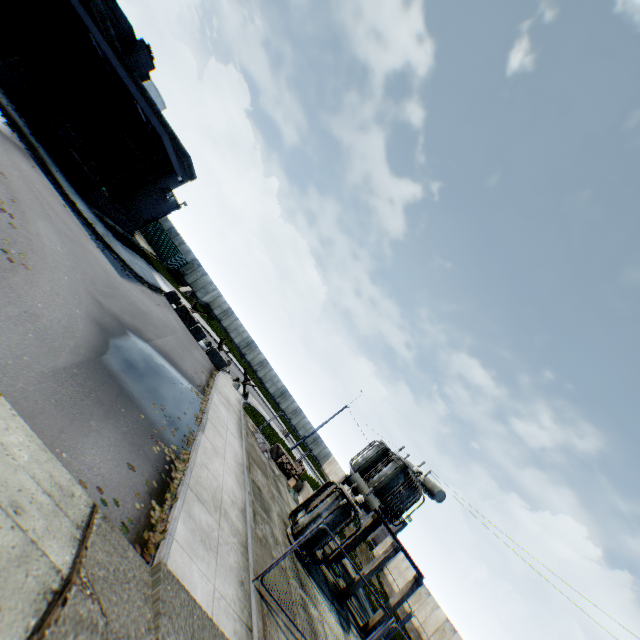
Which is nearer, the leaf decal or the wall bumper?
the leaf decal

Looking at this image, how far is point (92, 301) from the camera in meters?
10.6

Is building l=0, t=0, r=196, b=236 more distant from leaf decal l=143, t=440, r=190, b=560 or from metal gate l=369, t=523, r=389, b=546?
metal gate l=369, t=523, r=389, b=546

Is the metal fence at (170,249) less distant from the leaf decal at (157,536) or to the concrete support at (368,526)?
the leaf decal at (157,536)

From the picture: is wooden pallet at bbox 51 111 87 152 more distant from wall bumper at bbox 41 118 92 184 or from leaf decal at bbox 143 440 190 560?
leaf decal at bbox 143 440 190 560

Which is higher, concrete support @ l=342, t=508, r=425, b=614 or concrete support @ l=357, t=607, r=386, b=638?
concrete support @ l=342, t=508, r=425, b=614

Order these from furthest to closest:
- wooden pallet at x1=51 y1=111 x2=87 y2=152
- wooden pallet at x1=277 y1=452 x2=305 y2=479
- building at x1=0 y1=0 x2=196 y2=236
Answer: wooden pallet at x1=277 y1=452 x2=305 y2=479, wooden pallet at x1=51 y1=111 x2=87 y2=152, building at x1=0 y1=0 x2=196 y2=236

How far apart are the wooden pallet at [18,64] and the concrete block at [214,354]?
18.7 meters
